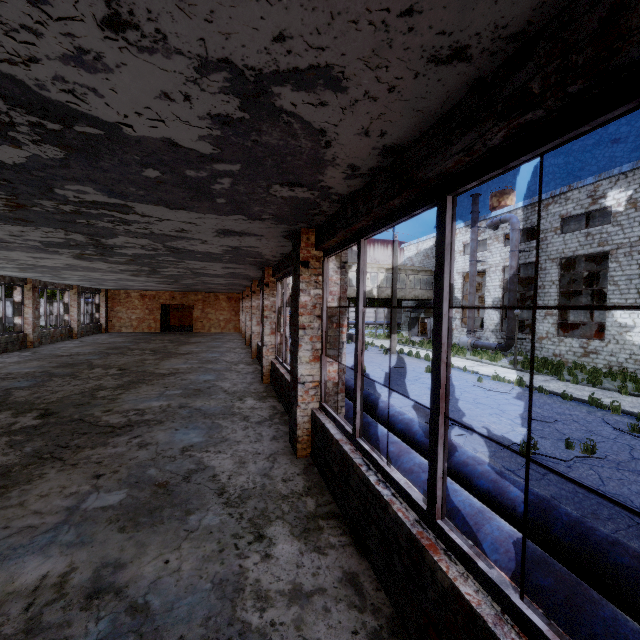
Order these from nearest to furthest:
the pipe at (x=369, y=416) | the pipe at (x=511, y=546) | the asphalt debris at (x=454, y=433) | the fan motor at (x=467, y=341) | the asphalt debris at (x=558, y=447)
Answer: the pipe at (x=511, y=546) → the pipe at (x=369, y=416) → the asphalt debris at (x=558, y=447) → the asphalt debris at (x=454, y=433) → the fan motor at (x=467, y=341)

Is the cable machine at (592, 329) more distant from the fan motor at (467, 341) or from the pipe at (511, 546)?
the pipe at (511, 546)

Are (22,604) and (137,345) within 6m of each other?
no

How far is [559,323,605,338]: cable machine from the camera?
21.1m

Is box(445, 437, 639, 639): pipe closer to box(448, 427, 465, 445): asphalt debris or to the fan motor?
box(448, 427, 465, 445): asphalt debris

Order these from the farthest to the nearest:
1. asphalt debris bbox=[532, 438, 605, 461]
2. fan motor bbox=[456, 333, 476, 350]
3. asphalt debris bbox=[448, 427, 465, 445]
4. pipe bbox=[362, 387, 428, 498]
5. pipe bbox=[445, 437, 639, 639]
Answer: fan motor bbox=[456, 333, 476, 350] < asphalt debris bbox=[448, 427, 465, 445] < asphalt debris bbox=[532, 438, 605, 461] < pipe bbox=[362, 387, 428, 498] < pipe bbox=[445, 437, 639, 639]

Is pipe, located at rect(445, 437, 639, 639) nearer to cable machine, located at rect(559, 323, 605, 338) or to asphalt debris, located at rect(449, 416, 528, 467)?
asphalt debris, located at rect(449, 416, 528, 467)

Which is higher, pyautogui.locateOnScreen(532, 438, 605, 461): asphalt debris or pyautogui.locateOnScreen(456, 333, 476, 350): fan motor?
pyautogui.locateOnScreen(456, 333, 476, 350): fan motor
